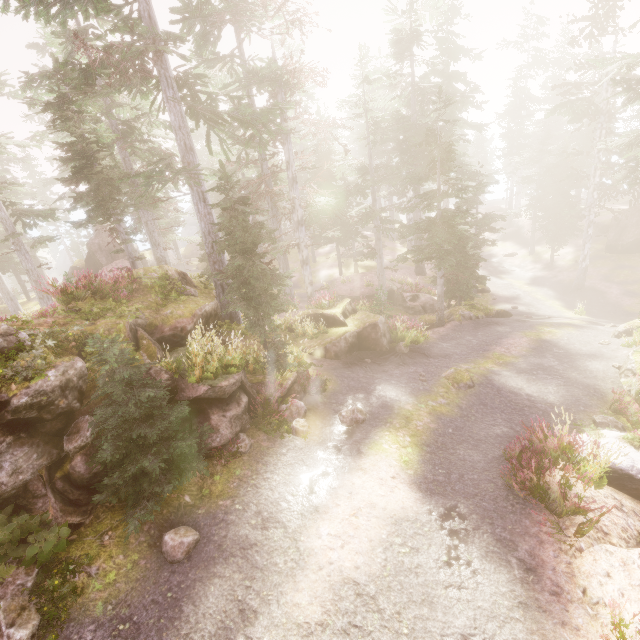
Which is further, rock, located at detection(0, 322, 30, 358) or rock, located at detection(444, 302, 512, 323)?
rock, located at detection(444, 302, 512, 323)

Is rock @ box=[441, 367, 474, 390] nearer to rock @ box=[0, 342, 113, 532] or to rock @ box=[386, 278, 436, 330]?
rock @ box=[0, 342, 113, 532]

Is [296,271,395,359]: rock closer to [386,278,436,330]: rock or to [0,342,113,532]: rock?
[0,342,113,532]: rock

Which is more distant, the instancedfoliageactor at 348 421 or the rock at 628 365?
the rock at 628 365

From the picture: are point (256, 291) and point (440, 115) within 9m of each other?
no

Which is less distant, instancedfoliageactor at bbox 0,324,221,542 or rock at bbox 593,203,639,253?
instancedfoliageactor at bbox 0,324,221,542

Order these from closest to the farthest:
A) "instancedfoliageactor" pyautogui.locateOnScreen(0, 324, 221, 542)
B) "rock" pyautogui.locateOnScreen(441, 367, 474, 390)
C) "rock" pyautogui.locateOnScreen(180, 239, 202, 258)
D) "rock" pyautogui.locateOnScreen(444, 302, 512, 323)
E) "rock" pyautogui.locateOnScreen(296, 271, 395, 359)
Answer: "instancedfoliageactor" pyautogui.locateOnScreen(0, 324, 221, 542)
"rock" pyautogui.locateOnScreen(441, 367, 474, 390)
"rock" pyautogui.locateOnScreen(296, 271, 395, 359)
"rock" pyautogui.locateOnScreen(444, 302, 512, 323)
"rock" pyautogui.locateOnScreen(180, 239, 202, 258)

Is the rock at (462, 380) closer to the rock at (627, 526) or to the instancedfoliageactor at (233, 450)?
the instancedfoliageactor at (233, 450)
